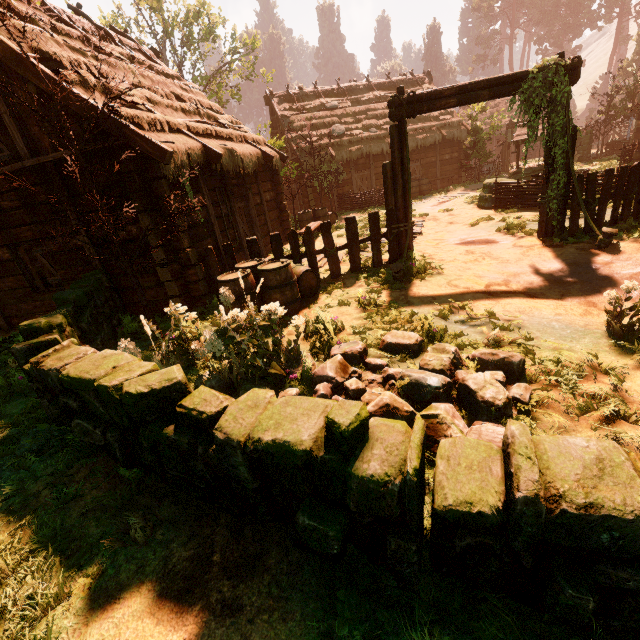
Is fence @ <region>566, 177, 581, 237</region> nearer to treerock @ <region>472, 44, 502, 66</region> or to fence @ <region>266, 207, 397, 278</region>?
treerock @ <region>472, 44, 502, 66</region>

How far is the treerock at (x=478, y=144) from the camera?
20.6m

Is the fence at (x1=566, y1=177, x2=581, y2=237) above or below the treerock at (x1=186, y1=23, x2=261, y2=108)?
below

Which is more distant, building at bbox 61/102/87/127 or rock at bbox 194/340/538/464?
building at bbox 61/102/87/127

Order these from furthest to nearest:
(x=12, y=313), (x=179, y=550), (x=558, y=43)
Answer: (x=558, y=43) → (x=12, y=313) → (x=179, y=550)

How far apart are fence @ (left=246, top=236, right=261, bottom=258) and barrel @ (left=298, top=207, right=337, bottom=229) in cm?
719

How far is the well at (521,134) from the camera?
16.1m

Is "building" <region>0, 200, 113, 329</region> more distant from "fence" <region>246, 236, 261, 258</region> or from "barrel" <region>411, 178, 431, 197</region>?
"barrel" <region>411, 178, 431, 197</region>
